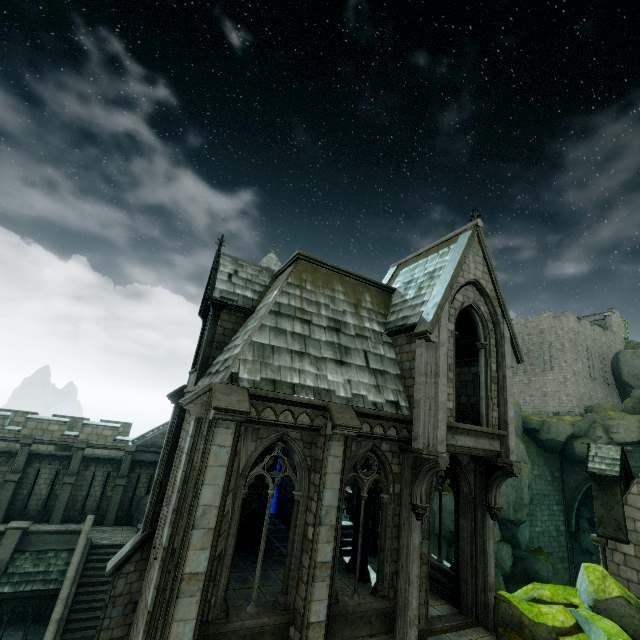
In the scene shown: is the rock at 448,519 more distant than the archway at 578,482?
No

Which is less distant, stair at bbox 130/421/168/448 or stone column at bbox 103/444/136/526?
stone column at bbox 103/444/136/526

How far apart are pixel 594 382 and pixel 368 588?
40.4m

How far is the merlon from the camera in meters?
12.2 m

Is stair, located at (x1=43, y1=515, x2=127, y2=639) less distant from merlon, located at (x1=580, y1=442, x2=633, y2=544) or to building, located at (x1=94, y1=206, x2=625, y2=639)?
building, located at (x1=94, y1=206, x2=625, y2=639)

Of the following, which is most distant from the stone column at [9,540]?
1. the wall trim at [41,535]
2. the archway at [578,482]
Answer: the archway at [578,482]

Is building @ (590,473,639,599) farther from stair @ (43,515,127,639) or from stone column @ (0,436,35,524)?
stone column @ (0,436,35,524)

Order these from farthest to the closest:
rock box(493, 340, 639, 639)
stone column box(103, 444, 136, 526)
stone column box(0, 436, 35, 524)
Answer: stone column box(103, 444, 136, 526) < stone column box(0, 436, 35, 524) < rock box(493, 340, 639, 639)
